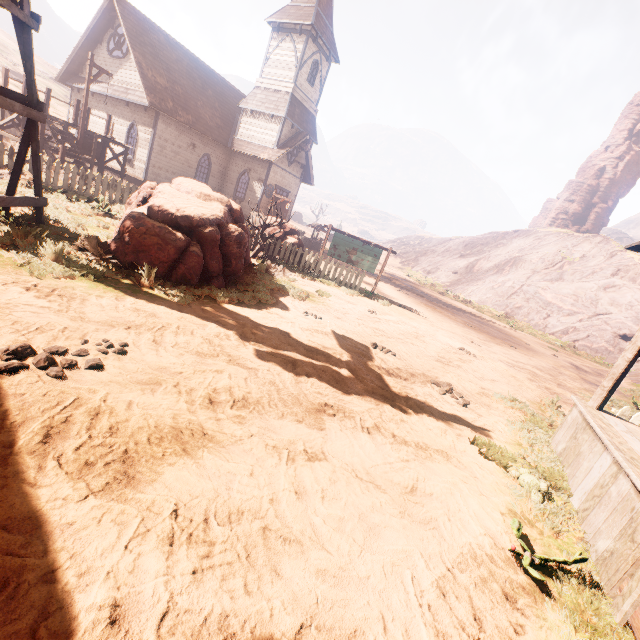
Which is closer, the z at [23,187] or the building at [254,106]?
the z at [23,187]

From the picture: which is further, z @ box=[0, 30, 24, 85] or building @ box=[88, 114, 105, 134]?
z @ box=[0, 30, 24, 85]

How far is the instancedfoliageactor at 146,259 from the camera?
6.10m

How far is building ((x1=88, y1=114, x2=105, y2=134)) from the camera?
21.4m

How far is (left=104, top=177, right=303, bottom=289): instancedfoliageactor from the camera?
6.1m

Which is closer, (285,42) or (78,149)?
(78,149)

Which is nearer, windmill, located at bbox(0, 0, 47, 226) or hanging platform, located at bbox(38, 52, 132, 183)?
windmill, located at bbox(0, 0, 47, 226)

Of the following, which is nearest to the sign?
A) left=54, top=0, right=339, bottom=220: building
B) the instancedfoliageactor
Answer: the instancedfoliageactor
